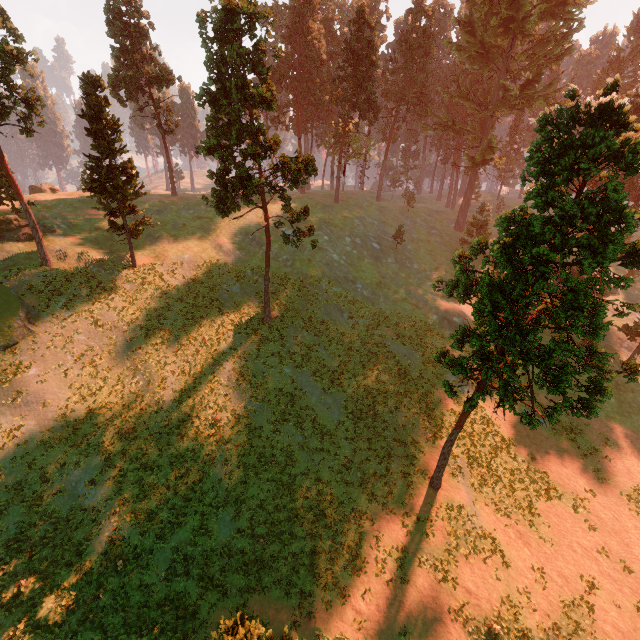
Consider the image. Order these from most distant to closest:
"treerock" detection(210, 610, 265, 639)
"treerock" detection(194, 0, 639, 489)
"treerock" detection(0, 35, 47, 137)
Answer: "treerock" detection(0, 35, 47, 137) → "treerock" detection(194, 0, 639, 489) → "treerock" detection(210, 610, 265, 639)

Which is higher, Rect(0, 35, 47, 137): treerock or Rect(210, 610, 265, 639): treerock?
Rect(0, 35, 47, 137): treerock

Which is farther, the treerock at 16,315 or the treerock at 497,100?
the treerock at 16,315

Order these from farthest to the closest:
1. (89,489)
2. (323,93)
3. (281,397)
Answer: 1. (323,93)
2. (281,397)
3. (89,489)

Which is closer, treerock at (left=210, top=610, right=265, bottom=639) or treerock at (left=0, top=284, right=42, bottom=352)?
treerock at (left=210, top=610, right=265, bottom=639)

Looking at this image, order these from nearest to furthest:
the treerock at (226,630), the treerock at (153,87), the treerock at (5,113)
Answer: the treerock at (226,630) < the treerock at (5,113) < the treerock at (153,87)
